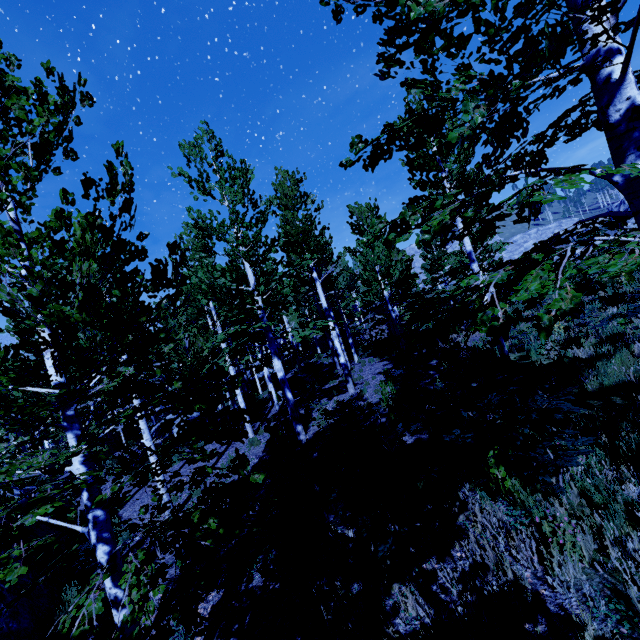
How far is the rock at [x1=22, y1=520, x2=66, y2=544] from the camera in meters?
8.0

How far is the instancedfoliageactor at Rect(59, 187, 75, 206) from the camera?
2.9 meters

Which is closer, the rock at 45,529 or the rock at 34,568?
the rock at 34,568

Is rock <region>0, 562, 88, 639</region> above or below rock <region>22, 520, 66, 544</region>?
below

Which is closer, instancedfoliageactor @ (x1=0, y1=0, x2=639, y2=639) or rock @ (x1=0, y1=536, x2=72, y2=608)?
instancedfoliageactor @ (x1=0, y1=0, x2=639, y2=639)

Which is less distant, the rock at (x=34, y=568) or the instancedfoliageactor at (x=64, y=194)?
the instancedfoliageactor at (x=64, y=194)

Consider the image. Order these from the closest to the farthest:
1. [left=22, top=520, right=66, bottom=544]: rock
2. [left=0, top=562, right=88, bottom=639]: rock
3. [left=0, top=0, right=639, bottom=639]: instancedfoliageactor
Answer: [left=0, top=0, right=639, bottom=639]: instancedfoliageactor < [left=0, top=562, right=88, bottom=639]: rock < [left=22, top=520, right=66, bottom=544]: rock

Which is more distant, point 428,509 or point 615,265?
point 428,509
